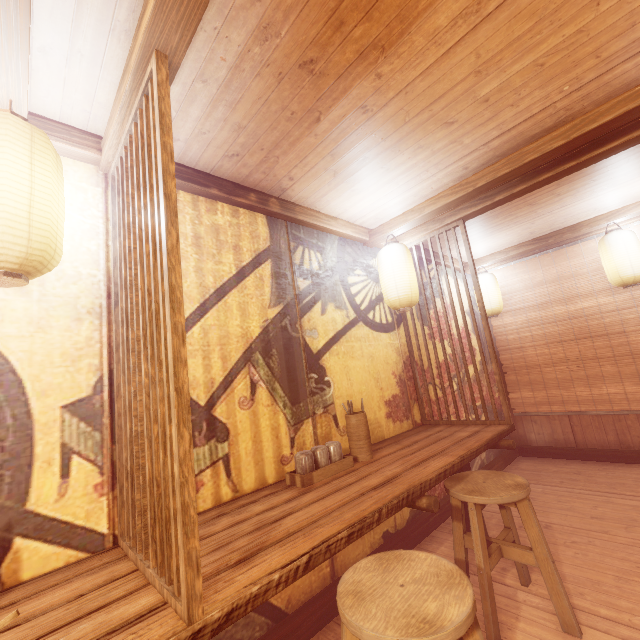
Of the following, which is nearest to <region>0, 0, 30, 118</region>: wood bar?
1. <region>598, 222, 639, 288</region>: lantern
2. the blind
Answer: <region>598, 222, 639, 288</region>: lantern

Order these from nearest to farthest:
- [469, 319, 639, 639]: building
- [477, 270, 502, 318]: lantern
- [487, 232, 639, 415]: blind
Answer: [469, 319, 639, 639]: building → [487, 232, 639, 415]: blind → [477, 270, 502, 318]: lantern

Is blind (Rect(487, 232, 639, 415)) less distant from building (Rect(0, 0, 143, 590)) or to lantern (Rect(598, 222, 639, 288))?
building (Rect(0, 0, 143, 590))

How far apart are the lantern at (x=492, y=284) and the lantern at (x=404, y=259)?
3.65m

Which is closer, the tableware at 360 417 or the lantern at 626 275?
the tableware at 360 417

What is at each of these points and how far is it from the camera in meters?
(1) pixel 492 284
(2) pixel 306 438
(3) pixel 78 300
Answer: (1) lantern, 8.3
(2) building, 4.2
(3) building, 2.9

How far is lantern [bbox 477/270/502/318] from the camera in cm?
824

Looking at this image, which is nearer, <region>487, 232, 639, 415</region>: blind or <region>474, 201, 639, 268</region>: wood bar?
<region>474, 201, 639, 268</region>: wood bar
